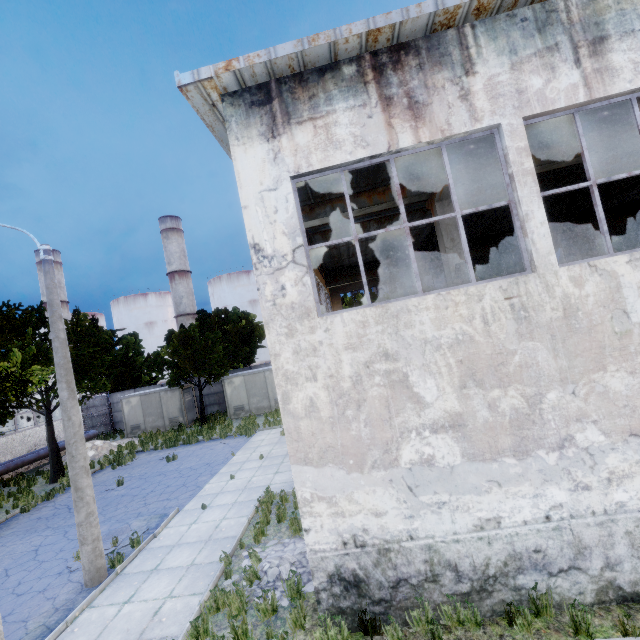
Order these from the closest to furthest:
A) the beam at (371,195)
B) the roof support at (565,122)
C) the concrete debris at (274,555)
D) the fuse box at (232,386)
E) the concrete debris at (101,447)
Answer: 1. the concrete debris at (274,555)
2. the roof support at (565,122)
3. the beam at (371,195)
4. the concrete debris at (101,447)
5. the fuse box at (232,386)

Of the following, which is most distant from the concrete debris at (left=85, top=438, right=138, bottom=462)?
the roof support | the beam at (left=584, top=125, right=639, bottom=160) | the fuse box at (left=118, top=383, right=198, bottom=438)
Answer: the beam at (left=584, top=125, right=639, bottom=160)

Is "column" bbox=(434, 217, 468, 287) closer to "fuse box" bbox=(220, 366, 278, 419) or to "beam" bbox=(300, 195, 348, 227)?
"beam" bbox=(300, 195, 348, 227)

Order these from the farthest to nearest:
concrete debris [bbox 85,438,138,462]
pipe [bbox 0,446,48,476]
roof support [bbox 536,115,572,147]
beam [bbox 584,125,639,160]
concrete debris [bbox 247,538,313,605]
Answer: concrete debris [bbox 85,438,138,462], pipe [bbox 0,446,48,476], beam [bbox 584,125,639,160], roof support [bbox 536,115,572,147], concrete debris [bbox 247,538,313,605]

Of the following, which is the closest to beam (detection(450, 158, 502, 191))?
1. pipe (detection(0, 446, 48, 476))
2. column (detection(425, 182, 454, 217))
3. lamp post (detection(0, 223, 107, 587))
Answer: column (detection(425, 182, 454, 217))

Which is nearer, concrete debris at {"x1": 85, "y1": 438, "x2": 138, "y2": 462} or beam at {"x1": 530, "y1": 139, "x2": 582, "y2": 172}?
beam at {"x1": 530, "y1": 139, "x2": 582, "y2": 172}

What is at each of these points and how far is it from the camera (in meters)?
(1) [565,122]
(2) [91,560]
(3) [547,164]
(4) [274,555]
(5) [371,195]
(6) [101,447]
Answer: (1) roof support, 7.29
(2) lamp post, 8.12
(3) beam, 8.13
(4) concrete debris, 7.77
(5) beam, 8.58
(6) concrete debris, 22.53

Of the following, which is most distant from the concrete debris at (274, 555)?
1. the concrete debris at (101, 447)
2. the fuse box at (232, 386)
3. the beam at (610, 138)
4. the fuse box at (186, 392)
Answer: the fuse box at (186, 392)
